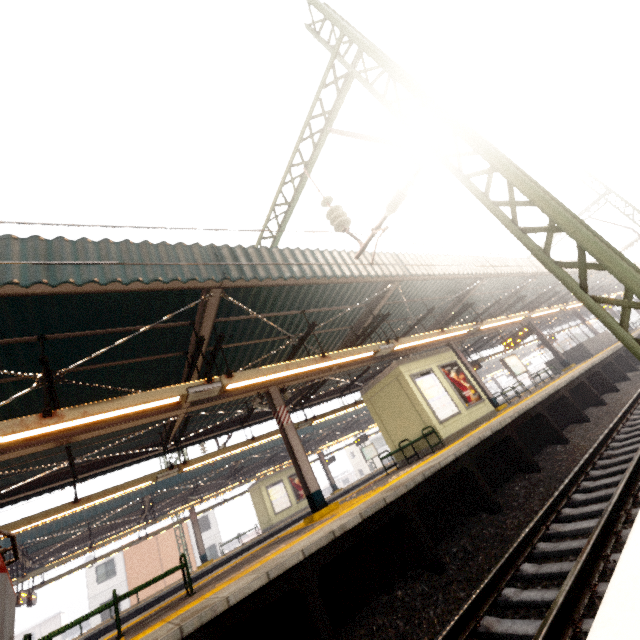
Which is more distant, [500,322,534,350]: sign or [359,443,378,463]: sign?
[359,443,378,463]: sign

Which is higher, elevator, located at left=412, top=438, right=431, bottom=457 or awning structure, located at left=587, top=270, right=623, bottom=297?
awning structure, located at left=587, top=270, right=623, bottom=297

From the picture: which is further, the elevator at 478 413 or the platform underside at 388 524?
the elevator at 478 413

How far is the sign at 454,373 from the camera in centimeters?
1140cm

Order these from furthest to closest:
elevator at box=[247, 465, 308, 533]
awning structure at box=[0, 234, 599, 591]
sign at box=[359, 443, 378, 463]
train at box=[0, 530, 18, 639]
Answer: sign at box=[359, 443, 378, 463] < elevator at box=[247, 465, 308, 533] < awning structure at box=[0, 234, 599, 591] < train at box=[0, 530, 18, 639]

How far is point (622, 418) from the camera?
8.00m

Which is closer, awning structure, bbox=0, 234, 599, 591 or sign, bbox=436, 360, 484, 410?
awning structure, bbox=0, 234, 599, 591

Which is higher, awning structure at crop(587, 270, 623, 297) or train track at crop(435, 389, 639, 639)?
awning structure at crop(587, 270, 623, 297)
